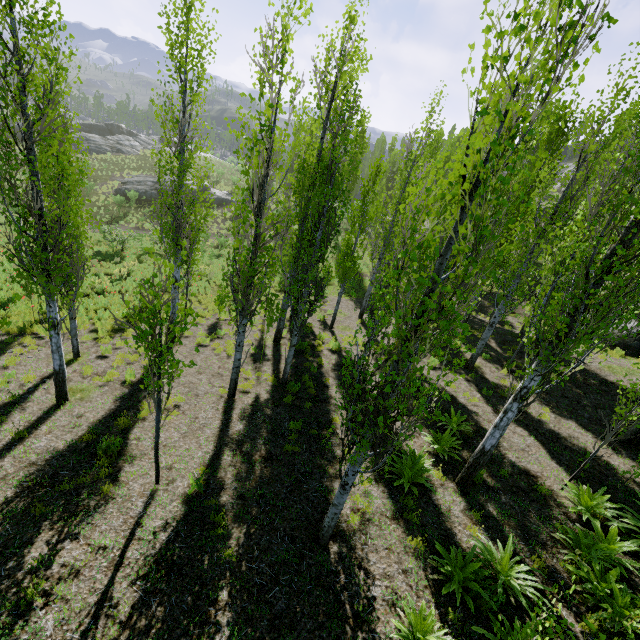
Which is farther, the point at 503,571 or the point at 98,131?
the point at 98,131

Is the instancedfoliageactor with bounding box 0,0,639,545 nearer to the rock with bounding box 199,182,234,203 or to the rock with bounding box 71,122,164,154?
the rock with bounding box 71,122,164,154

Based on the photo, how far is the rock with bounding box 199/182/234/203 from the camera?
37.7m

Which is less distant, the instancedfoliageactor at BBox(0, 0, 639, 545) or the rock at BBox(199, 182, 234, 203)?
the instancedfoliageactor at BBox(0, 0, 639, 545)

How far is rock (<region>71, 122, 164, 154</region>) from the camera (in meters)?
43.41

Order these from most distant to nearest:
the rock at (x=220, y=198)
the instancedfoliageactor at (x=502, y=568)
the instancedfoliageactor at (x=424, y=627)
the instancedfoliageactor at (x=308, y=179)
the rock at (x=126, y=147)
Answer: the rock at (x=126, y=147) < the rock at (x=220, y=198) < the instancedfoliageactor at (x=424, y=627) < the instancedfoliageactor at (x=502, y=568) < the instancedfoliageactor at (x=308, y=179)

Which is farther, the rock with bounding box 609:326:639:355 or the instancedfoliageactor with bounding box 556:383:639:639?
the rock with bounding box 609:326:639:355

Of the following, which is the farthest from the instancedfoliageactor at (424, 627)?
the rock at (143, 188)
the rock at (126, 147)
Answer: the rock at (143, 188)
